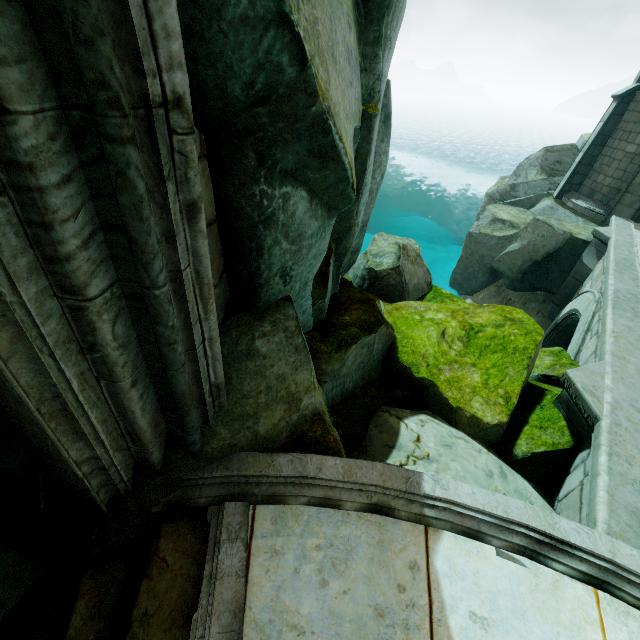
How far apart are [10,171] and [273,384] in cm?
260

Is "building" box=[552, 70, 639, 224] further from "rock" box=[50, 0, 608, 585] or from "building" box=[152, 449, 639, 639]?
"building" box=[152, 449, 639, 639]

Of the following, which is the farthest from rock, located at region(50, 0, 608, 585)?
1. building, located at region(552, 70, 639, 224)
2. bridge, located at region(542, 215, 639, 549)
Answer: building, located at region(552, 70, 639, 224)

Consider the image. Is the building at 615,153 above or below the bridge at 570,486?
above

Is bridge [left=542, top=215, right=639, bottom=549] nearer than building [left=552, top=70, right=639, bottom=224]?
Yes

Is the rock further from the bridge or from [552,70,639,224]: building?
[552,70,639,224]: building

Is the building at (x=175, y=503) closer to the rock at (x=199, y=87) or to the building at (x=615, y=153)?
the rock at (x=199, y=87)

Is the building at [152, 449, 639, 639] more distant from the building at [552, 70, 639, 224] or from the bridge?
the building at [552, 70, 639, 224]
